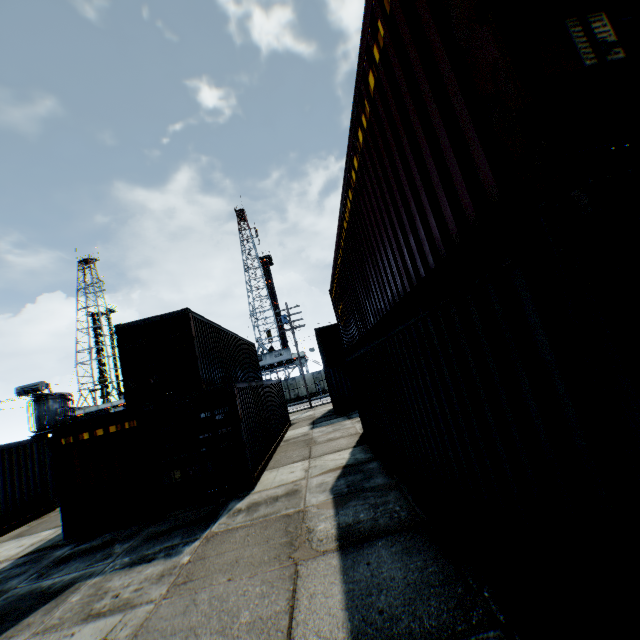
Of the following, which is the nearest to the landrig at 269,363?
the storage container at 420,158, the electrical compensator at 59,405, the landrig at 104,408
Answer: the landrig at 104,408

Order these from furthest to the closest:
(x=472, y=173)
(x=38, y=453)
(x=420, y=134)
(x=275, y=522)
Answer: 1. (x=38, y=453)
2. (x=275, y=522)
3. (x=420, y=134)
4. (x=472, y=173)

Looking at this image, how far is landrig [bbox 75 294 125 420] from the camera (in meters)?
52.28

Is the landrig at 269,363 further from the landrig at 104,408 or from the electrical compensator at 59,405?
the electrical compensator at 59,405

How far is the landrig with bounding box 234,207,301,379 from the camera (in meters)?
48.94

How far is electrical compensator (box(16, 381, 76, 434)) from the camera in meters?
23.9 m

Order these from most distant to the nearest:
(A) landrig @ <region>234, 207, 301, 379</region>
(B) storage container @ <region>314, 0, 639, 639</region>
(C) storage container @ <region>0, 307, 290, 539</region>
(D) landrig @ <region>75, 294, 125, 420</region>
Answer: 1. (D) landrig @ <region>75, 294, 125, 420</region>
2. (A) landrig @ <region>234, 207, 301, 379</region>
3. (C) storage container @ <region>0, 307, 290, 539</region>
4. (B) storage container @ <region>314, 0, 639, 639</region>

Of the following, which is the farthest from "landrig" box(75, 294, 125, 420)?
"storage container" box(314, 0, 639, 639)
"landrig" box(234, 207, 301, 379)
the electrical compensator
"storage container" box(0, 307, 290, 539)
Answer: "storage container" box(314, 0, 639, 639)
